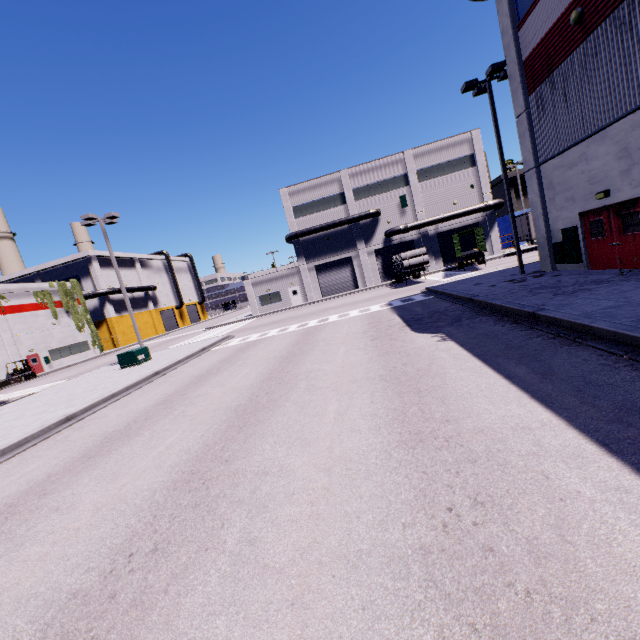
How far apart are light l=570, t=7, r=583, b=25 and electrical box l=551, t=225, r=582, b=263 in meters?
6.8 m

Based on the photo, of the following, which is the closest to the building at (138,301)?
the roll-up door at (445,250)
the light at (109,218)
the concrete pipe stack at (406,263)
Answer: the roll-up door at (445,250)

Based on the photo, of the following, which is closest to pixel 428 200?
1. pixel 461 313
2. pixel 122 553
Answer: pixel 461 313

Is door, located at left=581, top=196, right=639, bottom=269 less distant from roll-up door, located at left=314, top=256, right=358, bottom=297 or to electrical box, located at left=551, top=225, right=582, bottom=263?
electrical box, located at left=551, top=225, right=582, bottom=263

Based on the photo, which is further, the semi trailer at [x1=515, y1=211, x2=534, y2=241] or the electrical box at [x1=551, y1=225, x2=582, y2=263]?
the semi trailer at [x1=515, y1=211, x2=534, y2=241]

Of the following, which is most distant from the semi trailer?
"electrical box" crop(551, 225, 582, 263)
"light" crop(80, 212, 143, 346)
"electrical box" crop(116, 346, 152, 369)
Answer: "light" crop(80, 212, 143, 346)

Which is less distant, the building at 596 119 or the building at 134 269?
the building at 596 119

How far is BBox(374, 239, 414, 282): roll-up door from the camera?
41.0m
